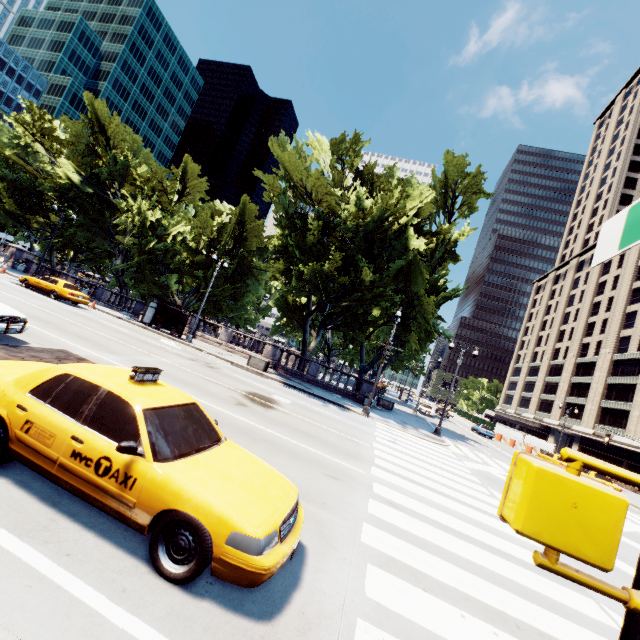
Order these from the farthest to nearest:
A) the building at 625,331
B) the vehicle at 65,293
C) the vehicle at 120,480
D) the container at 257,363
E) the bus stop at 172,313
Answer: the building at 625,331, the bus stop at 172,313, the container at 257,363, the vehicle at 65,293, the vehicle at 120,480

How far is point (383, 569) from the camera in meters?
4.9

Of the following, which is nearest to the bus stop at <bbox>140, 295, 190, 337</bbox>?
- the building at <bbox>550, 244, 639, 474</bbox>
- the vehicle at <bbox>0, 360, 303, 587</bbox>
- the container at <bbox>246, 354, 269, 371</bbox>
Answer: the container at <bbox>246, 354, 269, 371</bbox>

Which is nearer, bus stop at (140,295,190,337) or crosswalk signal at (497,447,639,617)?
crosswalk signal at (497,447,639,617)

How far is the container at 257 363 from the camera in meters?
24.1

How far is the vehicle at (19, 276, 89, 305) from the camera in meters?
23.0

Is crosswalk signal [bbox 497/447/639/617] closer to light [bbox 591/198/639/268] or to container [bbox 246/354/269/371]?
light [bbox 591/198/639/268]

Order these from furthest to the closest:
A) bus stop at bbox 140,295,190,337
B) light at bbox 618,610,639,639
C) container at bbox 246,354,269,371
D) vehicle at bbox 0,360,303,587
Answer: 1. bus stop at bbox 140,295,190,337
2. container at bbox 246,354,269,371
3. vehicle at bbox 0,360,303,587
4. light at bbox 618,610,639,639
